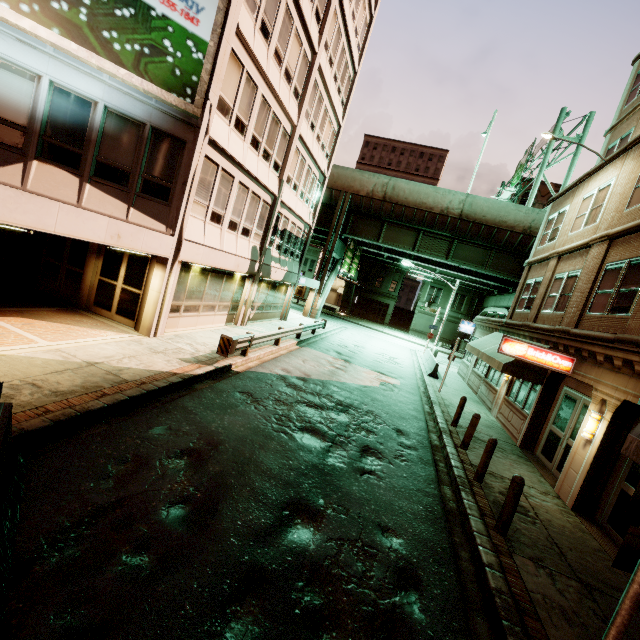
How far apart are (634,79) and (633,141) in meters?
7.8

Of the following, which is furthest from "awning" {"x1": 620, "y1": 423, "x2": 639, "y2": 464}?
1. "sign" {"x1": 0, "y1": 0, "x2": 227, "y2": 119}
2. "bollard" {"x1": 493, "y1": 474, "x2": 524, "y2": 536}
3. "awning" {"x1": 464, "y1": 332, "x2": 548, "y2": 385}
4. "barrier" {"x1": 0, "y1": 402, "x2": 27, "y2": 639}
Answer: "sign" {"x1": 0, "y1": 0, "x2": 227, "y2": 119}

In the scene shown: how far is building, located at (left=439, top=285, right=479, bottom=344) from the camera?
47.88m

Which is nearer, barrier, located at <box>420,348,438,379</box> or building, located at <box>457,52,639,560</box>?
building, located at <box>457,52,639,560</box>

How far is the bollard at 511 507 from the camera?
6.4m

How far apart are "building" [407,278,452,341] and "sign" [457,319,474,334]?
24.79m

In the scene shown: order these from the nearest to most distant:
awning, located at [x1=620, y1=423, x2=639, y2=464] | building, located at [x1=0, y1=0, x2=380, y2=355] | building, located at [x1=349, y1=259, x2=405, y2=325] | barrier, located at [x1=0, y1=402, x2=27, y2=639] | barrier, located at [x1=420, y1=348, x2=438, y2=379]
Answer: barrier, located at [x1=0, y1=402, x2=27, y2=639], awning, located at [x1=620, y1=423, x2=639, y2=464], building, located at [x1=0, y1=0, x2=380, y2=355], barrier, located at [x1=420, y1=348, x2=438, y2=379], building, located at [x1=349, y1=259, x2=405, y2=325]

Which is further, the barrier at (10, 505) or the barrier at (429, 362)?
the barrier at (429, 362)
